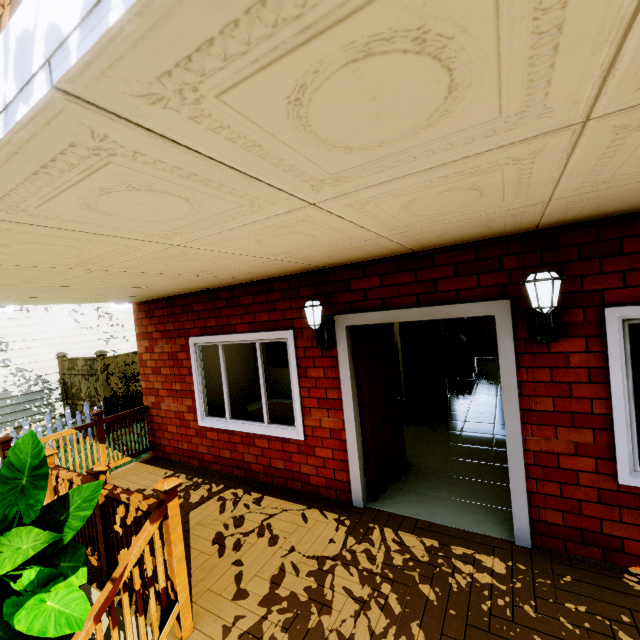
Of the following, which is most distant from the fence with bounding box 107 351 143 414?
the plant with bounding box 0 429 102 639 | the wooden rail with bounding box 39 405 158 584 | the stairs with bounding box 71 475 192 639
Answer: the wooden rail with bounding box 39 405 158 584

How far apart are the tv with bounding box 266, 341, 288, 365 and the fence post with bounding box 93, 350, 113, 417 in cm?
554

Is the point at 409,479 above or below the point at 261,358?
below

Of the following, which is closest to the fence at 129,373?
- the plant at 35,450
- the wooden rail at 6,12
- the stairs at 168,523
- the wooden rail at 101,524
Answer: the plant at 35,450

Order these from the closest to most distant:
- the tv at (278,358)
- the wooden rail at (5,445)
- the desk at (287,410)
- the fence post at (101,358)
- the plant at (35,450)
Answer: the plant at (35,450) → the wooden rail at (5,445) → the desk at (287,410) → the tv at (278,358) → the fence post at (101,358)

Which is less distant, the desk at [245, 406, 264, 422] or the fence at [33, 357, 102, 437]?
the desk at [245, 406, 264, 422]

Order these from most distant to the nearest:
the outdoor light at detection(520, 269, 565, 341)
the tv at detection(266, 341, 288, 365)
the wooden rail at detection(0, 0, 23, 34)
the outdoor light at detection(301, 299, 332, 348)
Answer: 1. the tv at detection(266, 341, 288, 365)
2. the outdoor light at detection(301, 299, 332, 348)
3. the outdoor light at detection(520, 269, 565, 341)
4. the wooden rail at detection(0, 0, 23, 34)

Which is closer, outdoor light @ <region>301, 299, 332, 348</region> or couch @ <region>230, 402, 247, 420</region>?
outdoor light @ <region>301, 299, 332, 348</region>
